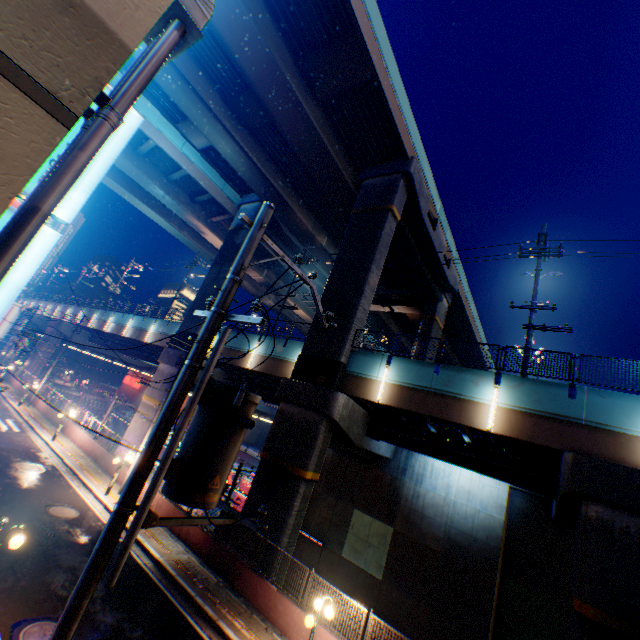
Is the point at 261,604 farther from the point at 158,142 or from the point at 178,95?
the point at 158,142

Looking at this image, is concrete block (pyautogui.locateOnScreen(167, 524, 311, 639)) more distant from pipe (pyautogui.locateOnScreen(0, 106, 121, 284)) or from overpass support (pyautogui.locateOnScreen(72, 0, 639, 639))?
pipe (pyautogui.locateOnScreen(0, 106, 121, 284))

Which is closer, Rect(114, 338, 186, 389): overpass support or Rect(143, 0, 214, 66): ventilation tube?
Rect(143, 0, 214, 66): ventilation tube

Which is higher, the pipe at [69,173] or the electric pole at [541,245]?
the electric pole at [541,245]

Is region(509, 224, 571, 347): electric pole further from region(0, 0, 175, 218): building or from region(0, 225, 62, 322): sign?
region(0, 225, 62, 322): sign

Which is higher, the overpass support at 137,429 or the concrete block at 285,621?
the overpass support at 137,429

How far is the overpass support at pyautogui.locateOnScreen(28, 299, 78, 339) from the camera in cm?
4438
